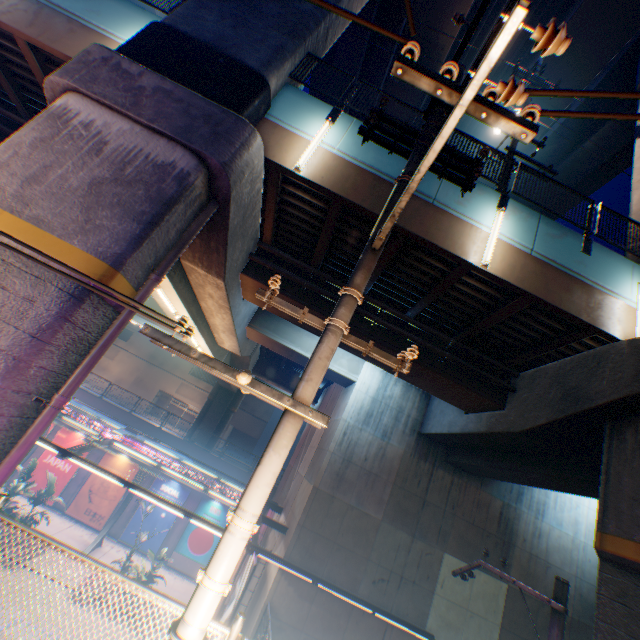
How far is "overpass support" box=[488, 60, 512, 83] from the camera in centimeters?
1730cm

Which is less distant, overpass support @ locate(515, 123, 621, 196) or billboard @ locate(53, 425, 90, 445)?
overpass support @ locate(515, 123, 621, 196)

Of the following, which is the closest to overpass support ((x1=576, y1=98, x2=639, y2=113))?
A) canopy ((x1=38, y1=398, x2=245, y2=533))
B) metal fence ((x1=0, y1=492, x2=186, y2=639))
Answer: metal fence ((x1=0, y1=492, x2=186, y2=639))

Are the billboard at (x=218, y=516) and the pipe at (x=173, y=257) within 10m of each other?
no

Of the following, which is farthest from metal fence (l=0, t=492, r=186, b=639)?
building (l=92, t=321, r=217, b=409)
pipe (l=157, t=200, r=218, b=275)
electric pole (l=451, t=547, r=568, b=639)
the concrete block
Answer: building (l=92, t=321, r=217, b=409)

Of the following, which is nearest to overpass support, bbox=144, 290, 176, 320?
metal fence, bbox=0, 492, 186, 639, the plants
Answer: metal fence, bbox=0, 492, 186, 639

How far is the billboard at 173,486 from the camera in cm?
2234

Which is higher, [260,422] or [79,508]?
[260,422]
